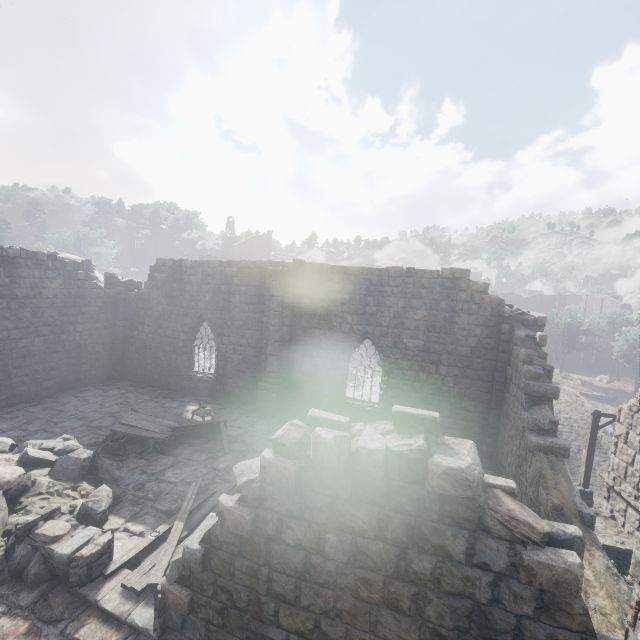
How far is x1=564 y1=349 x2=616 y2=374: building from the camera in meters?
51.0 m

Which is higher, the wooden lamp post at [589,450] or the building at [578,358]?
the wooden lamp post at [589,450]

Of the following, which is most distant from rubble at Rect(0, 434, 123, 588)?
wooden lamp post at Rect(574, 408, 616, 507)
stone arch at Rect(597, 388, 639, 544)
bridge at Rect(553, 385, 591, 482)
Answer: bridge at Rect(553, 385, 591, 482)

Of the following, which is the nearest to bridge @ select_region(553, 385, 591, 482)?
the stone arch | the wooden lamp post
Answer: the wooden lamp post

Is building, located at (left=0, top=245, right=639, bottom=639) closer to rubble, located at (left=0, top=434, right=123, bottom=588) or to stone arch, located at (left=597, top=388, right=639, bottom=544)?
rubble, located at (left=0, top=434, right=123, bottom=588)

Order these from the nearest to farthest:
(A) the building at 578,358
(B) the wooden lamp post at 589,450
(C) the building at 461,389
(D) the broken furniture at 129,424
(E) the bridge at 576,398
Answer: (C) the building at 461,389 → (D) the broken furniture at 129,424 → (B) the wooden lamp post at 589,450 → (E) the bridge at 576,398 → (A) the building at 578,358

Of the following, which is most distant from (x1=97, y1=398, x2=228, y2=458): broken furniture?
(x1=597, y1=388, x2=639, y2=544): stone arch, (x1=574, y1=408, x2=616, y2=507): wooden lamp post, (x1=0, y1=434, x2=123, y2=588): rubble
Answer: (x1=574, y1=408, x2=616, y2=507): wooden lamp post

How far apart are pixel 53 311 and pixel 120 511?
11.1m
